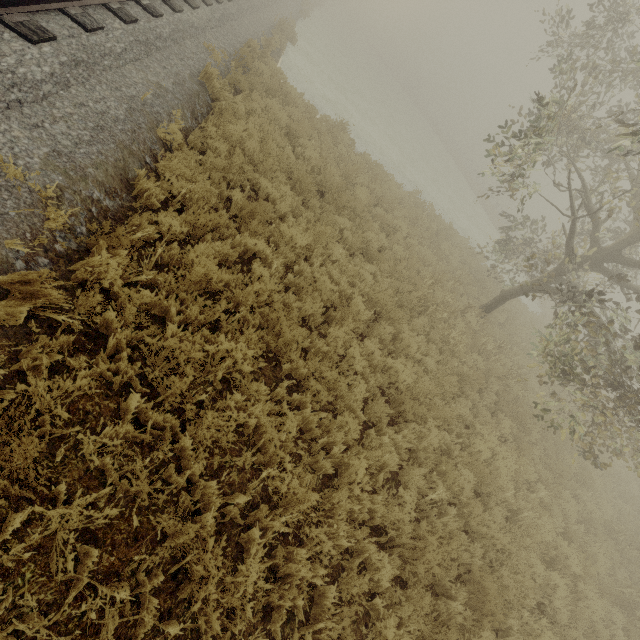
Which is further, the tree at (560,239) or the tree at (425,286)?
the tree at (425,286)

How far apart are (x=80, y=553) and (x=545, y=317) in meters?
27.3 m

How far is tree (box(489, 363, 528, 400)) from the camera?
9.34m

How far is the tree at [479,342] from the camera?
9.80m

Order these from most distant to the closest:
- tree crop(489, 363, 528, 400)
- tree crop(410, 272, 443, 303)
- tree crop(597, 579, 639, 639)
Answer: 1. tree crop(489, 363, 528, 400)
2. tree crop(410, 272, 443, 303)
3. tree crop(597, 579, 639, 639)

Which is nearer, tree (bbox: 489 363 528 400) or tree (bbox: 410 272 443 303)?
tree (bbox: 410 272 443 303)
